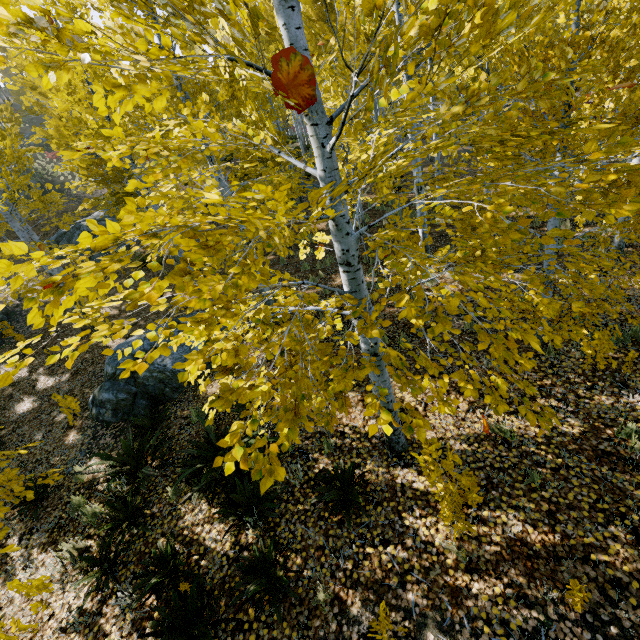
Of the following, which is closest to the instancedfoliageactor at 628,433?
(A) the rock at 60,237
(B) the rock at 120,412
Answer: (A) the rock at 60,237

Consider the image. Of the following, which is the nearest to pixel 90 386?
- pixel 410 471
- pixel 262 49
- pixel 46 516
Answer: pixel 46 516

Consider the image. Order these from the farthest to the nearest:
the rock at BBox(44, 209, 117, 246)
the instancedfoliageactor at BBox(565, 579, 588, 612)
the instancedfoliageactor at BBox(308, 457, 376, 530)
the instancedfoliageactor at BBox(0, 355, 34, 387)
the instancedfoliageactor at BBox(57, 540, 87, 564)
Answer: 1. the rock at BBox(44, 209, 117, 246)
2. the instancedfoliageactor at BBox(57, 540, 87, 564)
3. the instancedfoliageactor at BBox(308, 457, 376, 530)
4. the instancedfoliageactor at BBox(565, 579, 588, 612)
5. the instancedfoliageactor at BBox(0, 355, 34, 387)

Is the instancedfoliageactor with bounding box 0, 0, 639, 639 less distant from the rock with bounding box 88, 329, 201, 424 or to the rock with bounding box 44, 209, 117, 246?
the rock with bounding box 44, 209, 117, 246

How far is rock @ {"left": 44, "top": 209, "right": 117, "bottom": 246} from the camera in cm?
1847

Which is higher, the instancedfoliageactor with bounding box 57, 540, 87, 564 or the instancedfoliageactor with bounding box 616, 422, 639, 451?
the instancedfoliageactor with bounding box 57, 540, 87, 564

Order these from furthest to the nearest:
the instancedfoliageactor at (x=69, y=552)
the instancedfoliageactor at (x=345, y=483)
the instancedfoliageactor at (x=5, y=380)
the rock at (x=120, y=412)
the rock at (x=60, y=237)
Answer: the rock at (x=60, y=237) < the rock at (x=120, y=412) < the instancedfoliageactor at (x=69, y=552) < the instancedfoliageactor at (x=345, y=483) < the instancedfoliageactor at (x=5, y=380)

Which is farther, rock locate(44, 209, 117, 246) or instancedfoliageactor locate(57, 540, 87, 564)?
rock locate(44, 209, 117, 246)
